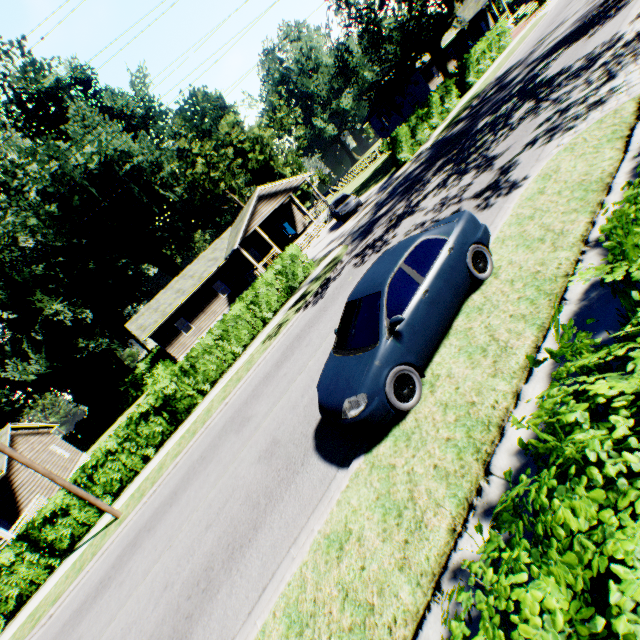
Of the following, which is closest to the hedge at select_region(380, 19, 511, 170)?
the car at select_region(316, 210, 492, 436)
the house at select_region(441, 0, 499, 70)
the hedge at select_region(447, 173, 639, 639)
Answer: the house at select_region(441, 0, 499, 70)

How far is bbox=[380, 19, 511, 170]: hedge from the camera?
23.7m

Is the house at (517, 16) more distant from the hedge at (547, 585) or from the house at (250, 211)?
the hedge at (547, 585)

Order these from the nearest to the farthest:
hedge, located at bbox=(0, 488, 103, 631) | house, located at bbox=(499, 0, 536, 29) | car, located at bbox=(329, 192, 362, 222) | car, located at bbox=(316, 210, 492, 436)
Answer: car, located at bbox=(316, 210, 492, 436), hedge, located at bbox=(0, 488, 103, 631), car, located at bbox=(329, 192, 362, 222), house, located at bbox=(499, 0, 536, 29)

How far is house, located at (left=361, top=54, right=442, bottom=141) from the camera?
39.5 meters

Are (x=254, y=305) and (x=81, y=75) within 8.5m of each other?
no

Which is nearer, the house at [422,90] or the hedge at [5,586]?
the hedge at [5,586]

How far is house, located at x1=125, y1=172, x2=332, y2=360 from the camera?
28.8 meters
